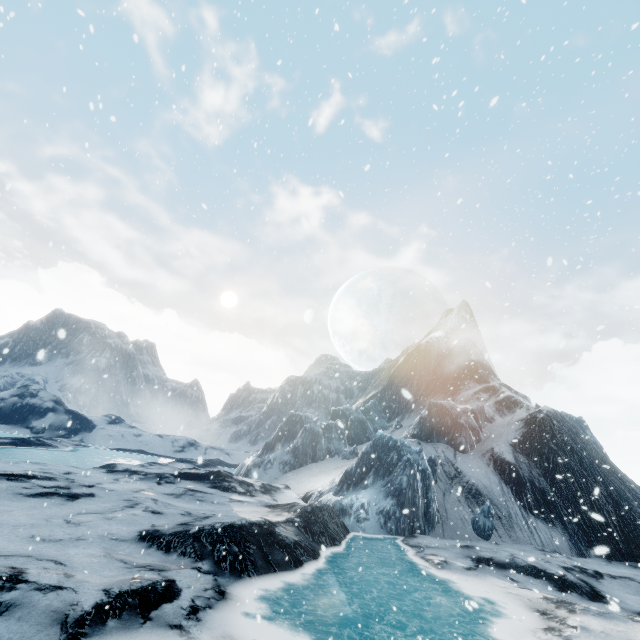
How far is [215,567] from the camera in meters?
9.0
